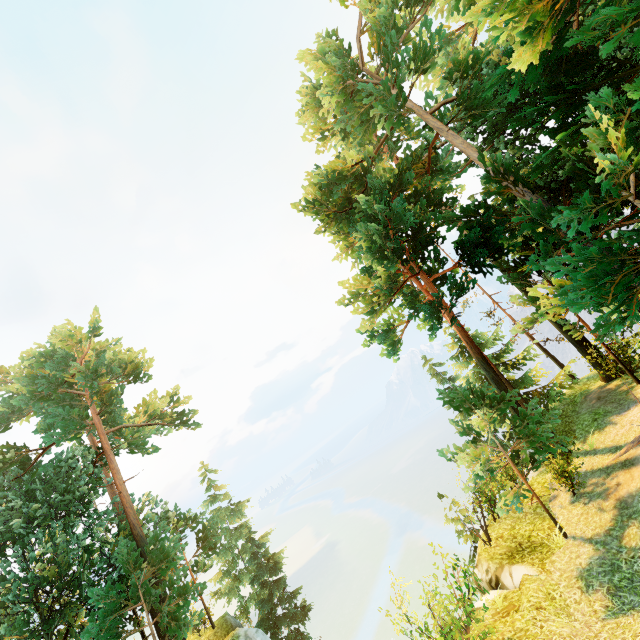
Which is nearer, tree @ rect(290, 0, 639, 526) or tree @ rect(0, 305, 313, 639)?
tree @ rect(290, 0, 639, 526)

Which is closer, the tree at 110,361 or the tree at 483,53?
the tree at 483,53

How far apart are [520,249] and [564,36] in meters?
8.5 m
